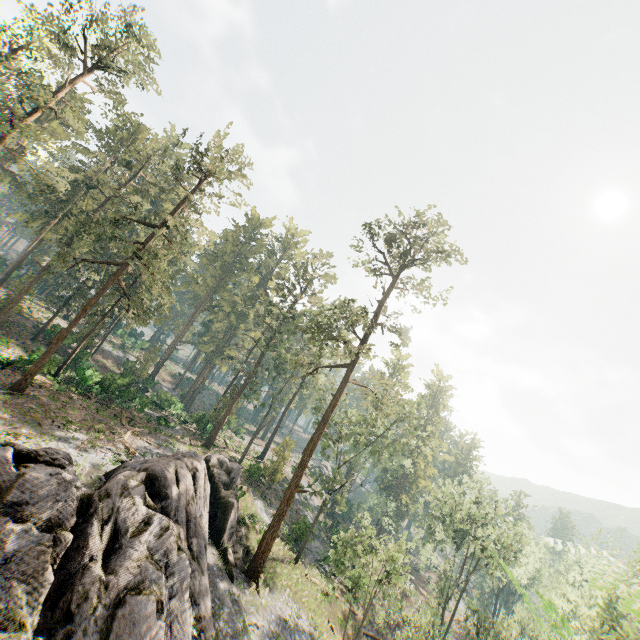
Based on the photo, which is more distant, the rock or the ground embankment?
the ground embankment

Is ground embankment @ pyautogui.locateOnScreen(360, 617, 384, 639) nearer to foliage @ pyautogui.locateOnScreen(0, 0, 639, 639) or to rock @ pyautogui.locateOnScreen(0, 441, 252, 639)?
foliage @ pyautogui.locateOnScreen(0, 0, 639, 639)

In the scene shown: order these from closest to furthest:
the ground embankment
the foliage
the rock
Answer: the rock, the foliage, the ground embankment

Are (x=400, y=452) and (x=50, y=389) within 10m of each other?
no

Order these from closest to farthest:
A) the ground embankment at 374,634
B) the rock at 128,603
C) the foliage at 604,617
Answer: the rock at 128,603
the foliage at 604,617
the ground embankment at 374,634

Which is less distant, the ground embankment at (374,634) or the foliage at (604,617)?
the foliage at (604,617)
